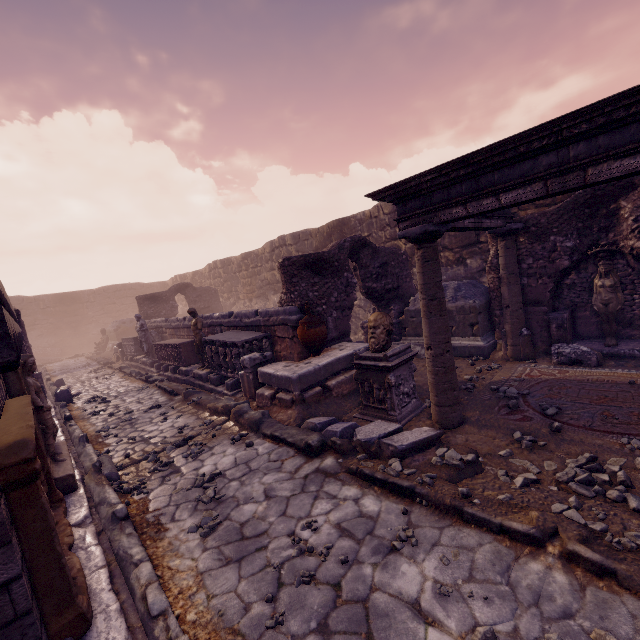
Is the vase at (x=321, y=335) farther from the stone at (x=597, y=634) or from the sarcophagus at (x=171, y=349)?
the stone at (x=597, y=634)

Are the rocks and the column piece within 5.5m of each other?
yes

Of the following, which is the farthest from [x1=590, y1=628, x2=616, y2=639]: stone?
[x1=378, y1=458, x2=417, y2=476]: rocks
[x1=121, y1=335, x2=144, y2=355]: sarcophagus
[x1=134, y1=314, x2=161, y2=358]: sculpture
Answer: [x1=121, y1=335, x2=144, y2=355]: sarcophagus

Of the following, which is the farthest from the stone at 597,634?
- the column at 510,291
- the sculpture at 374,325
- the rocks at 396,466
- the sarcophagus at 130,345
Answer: the sarcophagus at 130,345

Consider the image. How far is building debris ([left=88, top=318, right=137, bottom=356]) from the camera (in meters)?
21.88

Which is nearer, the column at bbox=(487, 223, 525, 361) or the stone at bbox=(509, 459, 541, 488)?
the stone at bbox=(509, 459, 541, 488)

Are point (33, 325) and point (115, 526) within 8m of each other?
no

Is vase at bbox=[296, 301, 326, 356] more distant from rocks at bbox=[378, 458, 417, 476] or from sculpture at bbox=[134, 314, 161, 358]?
sculpture at bbox=[134, 314, 161, 358]
